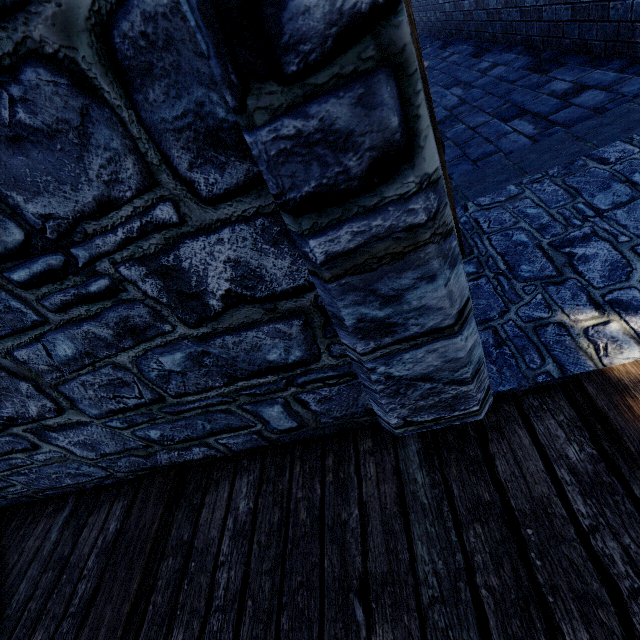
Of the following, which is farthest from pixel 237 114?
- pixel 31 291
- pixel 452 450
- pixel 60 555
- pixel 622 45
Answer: pixel 622 45
